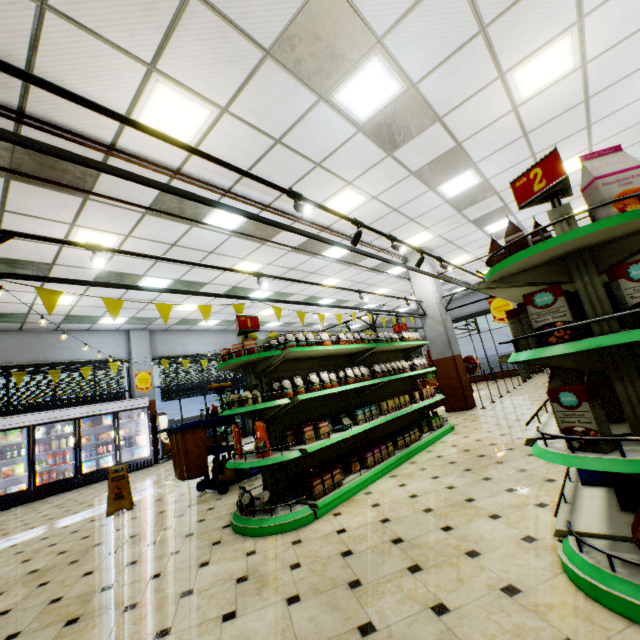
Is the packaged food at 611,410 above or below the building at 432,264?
below

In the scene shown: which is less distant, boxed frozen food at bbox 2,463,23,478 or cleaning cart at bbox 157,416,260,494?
cleaning cart at bbox 157,416,260,494

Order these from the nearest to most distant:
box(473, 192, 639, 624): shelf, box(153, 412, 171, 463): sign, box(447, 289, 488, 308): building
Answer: box(473, 192, 639, 624): shelf → box(153, 412, 171, 463): sign → box(447, 289, 488, 308): building

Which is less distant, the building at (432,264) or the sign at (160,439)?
the building at (432,264)

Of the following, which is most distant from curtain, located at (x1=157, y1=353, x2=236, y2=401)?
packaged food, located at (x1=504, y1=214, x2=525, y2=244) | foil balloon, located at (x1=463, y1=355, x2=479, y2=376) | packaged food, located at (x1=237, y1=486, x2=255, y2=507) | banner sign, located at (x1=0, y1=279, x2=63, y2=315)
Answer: packaged food, located at (x1=504, y1=214, x2=525, y2=244)

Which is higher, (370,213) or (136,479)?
(370,213)

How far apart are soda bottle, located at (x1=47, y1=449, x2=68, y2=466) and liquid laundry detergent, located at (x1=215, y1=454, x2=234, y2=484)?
6.63m

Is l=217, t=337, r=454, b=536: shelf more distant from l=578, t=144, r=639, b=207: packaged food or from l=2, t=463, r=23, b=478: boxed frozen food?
l=2, t=463, r=23, b=478: boxed frozen food
